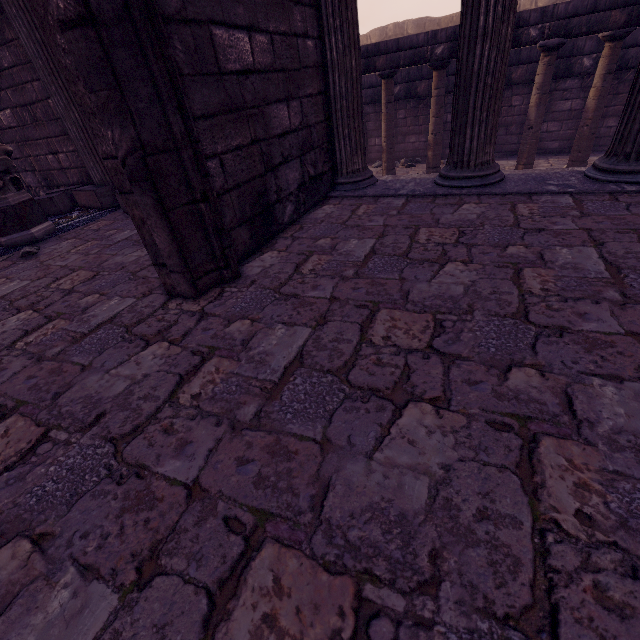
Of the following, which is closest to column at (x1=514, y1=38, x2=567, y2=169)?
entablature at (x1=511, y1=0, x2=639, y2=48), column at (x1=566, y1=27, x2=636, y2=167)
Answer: entablature at (x1=511, y1=0, x2=639, y2=48)

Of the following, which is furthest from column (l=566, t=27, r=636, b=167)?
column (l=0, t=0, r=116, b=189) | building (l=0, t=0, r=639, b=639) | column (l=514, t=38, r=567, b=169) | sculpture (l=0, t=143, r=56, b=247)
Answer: sculpture (l=0, t=143, r=56, b=247)

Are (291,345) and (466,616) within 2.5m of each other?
yes

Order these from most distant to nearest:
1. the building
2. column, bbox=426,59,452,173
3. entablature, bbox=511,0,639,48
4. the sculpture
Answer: column, bbox=426,59,452,173 < entablature, bbox=511,0,639,48 < the sculpture < the building

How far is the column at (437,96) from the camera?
7.4 meters

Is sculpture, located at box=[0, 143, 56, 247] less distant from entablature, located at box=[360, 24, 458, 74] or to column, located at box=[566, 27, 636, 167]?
entablature, located at box=[360, 24, 458, 74]

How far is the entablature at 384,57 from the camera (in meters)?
6.89

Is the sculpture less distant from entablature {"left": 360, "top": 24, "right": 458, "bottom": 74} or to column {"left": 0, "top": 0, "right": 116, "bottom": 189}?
column {"left": 0, "top": 0, "right": 116, "bottom": 189}
